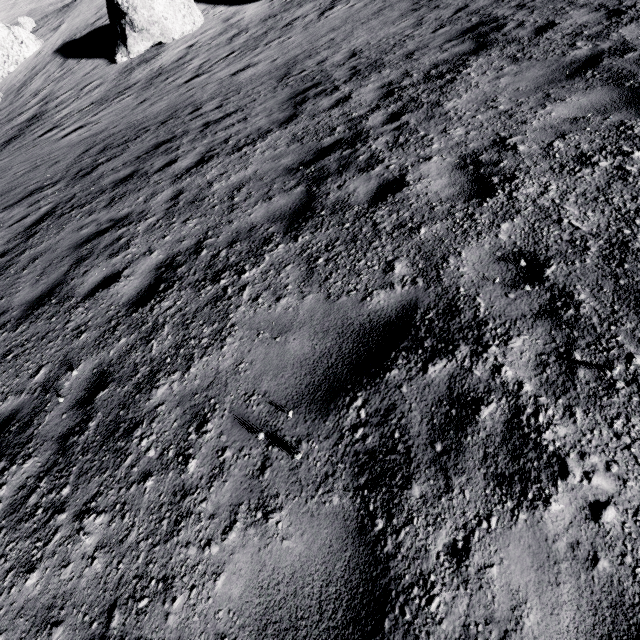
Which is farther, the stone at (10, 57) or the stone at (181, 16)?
the stone at (10, 57)

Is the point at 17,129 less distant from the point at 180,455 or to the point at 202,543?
the point at 180,455

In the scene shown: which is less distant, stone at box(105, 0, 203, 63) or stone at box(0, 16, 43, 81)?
stone at box(105, 0, 203, 63)
